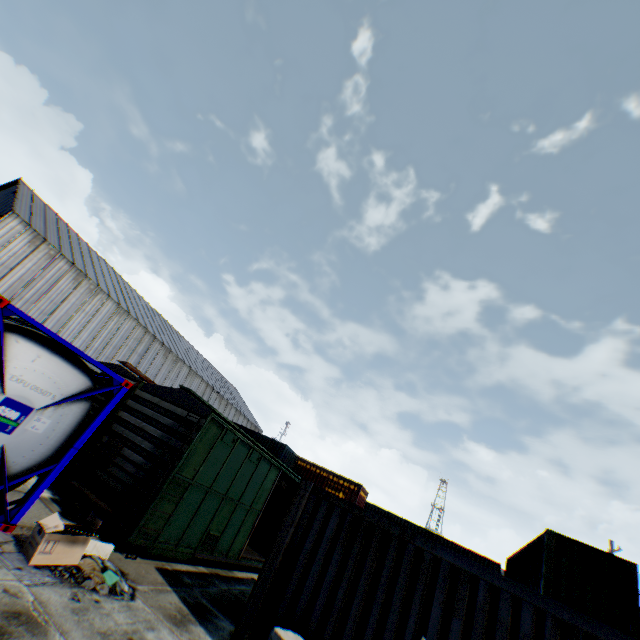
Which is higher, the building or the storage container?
the building

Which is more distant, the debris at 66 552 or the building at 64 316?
the building at 64 316

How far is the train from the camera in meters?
7.8 m

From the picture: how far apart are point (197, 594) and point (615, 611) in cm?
1336

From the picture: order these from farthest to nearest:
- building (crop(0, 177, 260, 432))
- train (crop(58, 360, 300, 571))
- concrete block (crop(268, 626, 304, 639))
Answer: building (crop(0, 177, 260, 432)), train (crop(58, 360, 300, 571)), concrete block (crop(268, 626, 304, 639))

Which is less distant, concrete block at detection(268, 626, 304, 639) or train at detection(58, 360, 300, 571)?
concrete block at detection(268, 626, 304, 639)

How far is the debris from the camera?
5.09m

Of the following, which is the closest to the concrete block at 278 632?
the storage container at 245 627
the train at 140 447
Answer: the storage container at 245 627
